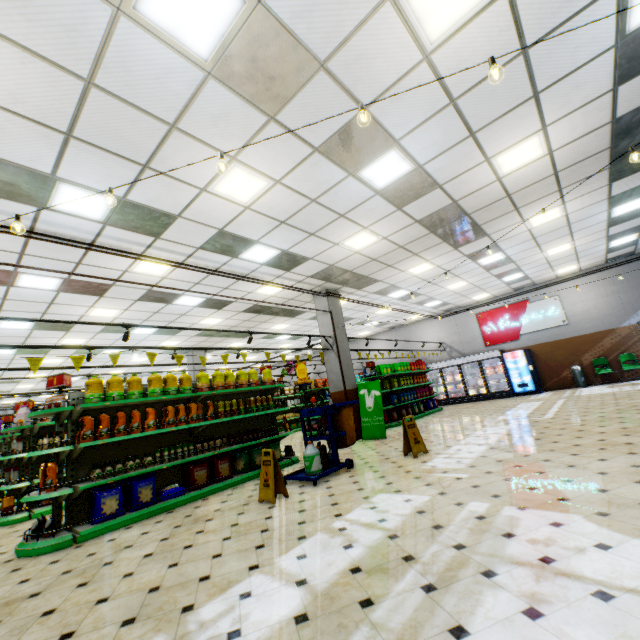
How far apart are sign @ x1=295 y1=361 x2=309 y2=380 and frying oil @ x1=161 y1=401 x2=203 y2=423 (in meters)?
5.04

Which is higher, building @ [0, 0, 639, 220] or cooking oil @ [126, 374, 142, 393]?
building @ [0, 0, 639, 220]

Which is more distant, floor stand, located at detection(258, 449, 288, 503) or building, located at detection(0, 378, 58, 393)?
building, located at detection(0, 378, 58, 393)

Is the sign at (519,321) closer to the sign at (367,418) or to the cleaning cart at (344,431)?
the sign at (367,418)

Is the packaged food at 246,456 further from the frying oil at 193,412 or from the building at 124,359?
the frying oil at 193,412

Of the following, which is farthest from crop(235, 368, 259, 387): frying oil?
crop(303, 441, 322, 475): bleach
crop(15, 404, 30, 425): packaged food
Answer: crop(15, 404, 30, 425): packaged food

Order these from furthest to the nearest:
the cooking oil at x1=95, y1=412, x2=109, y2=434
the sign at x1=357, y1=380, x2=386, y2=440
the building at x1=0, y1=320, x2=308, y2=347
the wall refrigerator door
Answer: the wall refrigerator door < the building at x1=0, y1=320, x2=308, y2=347 < the sign at x1=357, y1=380, x2=386, y2=440 < the cooking oil at x1=95, y1=412, x2=109, y2=434

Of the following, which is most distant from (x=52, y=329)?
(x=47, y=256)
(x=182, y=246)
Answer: (x=182, y=246)
